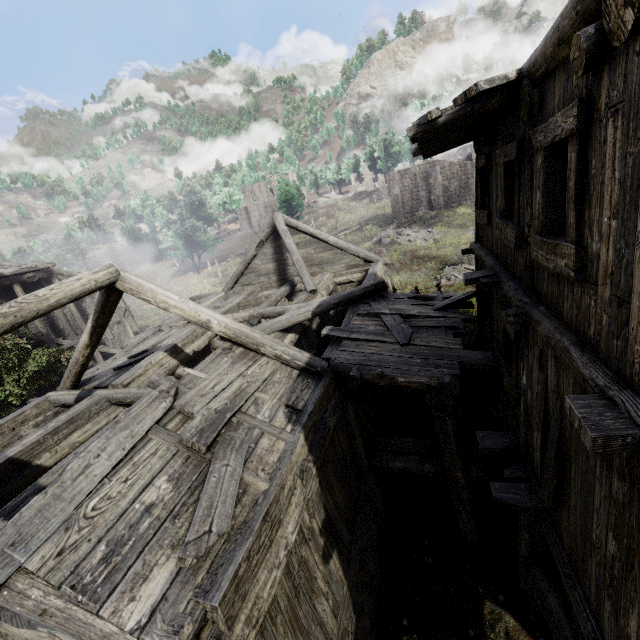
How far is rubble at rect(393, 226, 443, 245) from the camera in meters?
31.3

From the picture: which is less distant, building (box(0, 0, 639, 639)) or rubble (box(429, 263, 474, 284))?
building (box(0, 0, 639, 639))

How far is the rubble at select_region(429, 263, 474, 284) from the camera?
22.9m

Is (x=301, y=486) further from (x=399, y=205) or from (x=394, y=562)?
(x=399, y=205)

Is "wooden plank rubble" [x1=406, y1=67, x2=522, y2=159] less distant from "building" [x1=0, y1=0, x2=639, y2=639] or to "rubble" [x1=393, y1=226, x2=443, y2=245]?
"building" [x1=0, y1=0, x2=639, y2=639]

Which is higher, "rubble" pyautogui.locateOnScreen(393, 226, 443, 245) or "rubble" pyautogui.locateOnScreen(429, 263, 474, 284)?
"rubble" pyautogui.locateOnScreen(393, 226, 443, 245)

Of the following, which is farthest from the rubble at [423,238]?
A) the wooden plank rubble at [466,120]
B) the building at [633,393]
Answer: the wooden plank rubble at [466,120]

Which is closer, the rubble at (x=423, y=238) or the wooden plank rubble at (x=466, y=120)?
the wooden plank rubble at (x=466, y=120)
